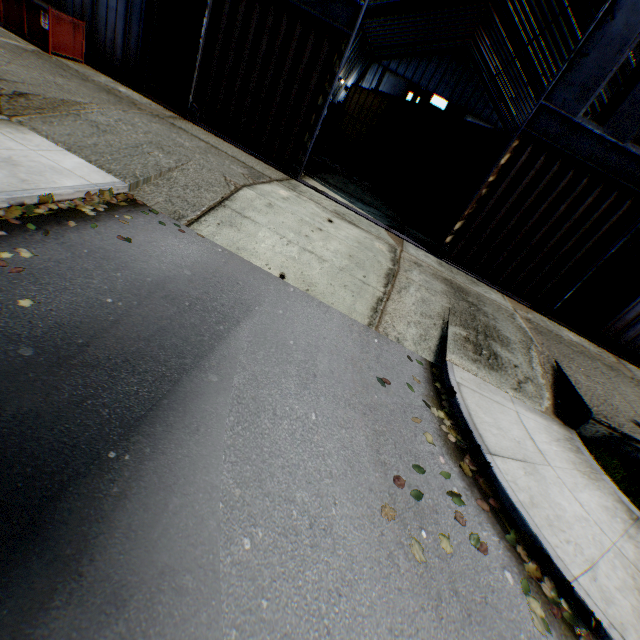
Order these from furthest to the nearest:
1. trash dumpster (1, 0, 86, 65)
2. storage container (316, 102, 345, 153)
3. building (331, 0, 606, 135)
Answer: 1. storage container (316, 102, 345, 153)
2. building (331, 0, 606, 135)
3. trash dumpster (1, 0, 86, 65)

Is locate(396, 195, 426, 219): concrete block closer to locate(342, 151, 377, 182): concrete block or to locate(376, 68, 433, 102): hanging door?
locate(342, 151, 377, 182): concrete block

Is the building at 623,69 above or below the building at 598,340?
above

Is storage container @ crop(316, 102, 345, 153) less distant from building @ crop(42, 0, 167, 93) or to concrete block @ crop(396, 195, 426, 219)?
building @ crop(42, 0, 167, 93)

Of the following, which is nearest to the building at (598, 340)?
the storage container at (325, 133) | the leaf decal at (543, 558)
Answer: the storage container at (325, 133)

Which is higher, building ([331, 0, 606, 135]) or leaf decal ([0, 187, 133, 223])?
building ([331, 0, 606, 135])

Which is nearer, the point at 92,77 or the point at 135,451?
the point at 135,451

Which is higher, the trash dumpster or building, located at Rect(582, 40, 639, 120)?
building, located at Rect(582, 40, 639, 120)
